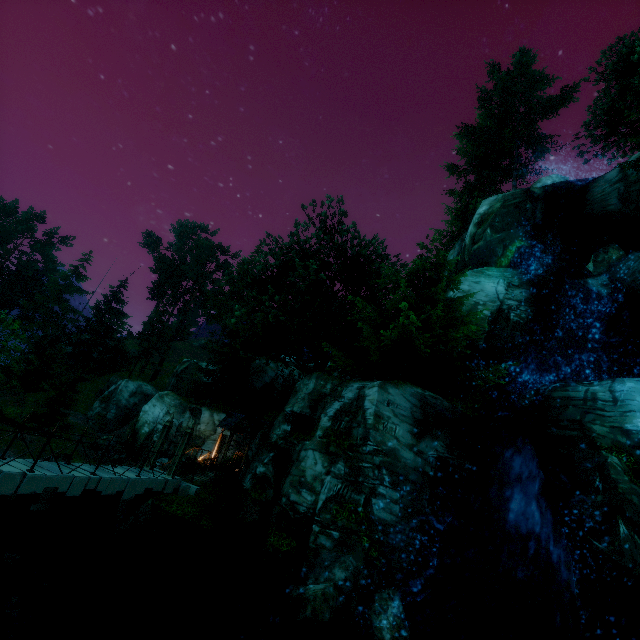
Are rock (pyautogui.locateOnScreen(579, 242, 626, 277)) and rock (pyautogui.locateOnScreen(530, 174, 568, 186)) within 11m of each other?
yes

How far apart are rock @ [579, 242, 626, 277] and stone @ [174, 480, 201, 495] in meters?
24.9 m

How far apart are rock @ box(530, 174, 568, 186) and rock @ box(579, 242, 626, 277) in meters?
8.4 m

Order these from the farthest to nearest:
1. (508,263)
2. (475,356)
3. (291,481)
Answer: (508,263)
(475,356)
(291,481)

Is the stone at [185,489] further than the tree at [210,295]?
No

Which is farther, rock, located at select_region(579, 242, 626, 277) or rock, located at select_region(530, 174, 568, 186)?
rock, located at select_region(530, 174, 568, 186)

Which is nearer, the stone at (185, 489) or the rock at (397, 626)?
the rock at (397, 626)

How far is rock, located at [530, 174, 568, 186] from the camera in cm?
2505
